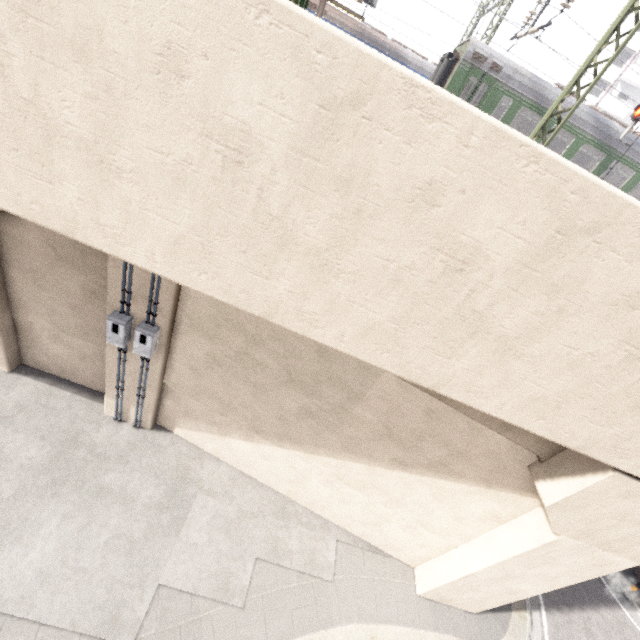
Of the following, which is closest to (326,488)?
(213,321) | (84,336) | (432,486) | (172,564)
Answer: (432,486)

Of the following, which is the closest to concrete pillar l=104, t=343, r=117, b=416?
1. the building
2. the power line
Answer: the power line

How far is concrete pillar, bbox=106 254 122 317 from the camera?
6.2m

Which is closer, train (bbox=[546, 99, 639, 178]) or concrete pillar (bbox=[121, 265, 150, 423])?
concrete pillar (bbox=[121, 265, 150, 423])

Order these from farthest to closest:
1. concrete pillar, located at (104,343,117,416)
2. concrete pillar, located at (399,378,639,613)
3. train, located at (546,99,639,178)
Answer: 1. train, located at (546,99,639,178)
2. concrete pillar, located at (104,343,117,416)
3. concrete pillar, located at (399,378,639,613)

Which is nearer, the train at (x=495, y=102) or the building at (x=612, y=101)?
the train at (x=495, y=102)
